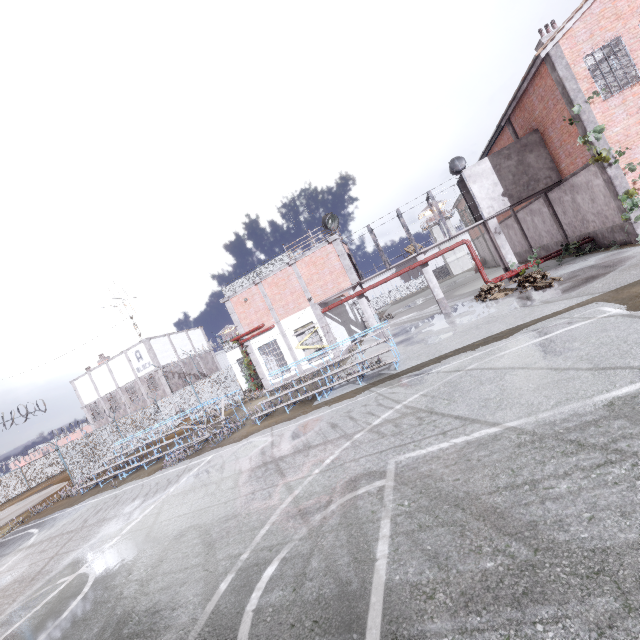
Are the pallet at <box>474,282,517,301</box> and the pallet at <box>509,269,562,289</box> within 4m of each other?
yes

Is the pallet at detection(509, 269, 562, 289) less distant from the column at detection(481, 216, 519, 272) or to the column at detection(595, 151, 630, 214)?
the column at detection(481, 216, 519, 272)

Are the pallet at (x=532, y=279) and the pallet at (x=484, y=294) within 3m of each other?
yes

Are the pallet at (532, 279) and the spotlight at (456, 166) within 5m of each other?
no

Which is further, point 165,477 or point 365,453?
point 165,477

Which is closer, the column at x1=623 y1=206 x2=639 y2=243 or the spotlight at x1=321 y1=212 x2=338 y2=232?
the column at x1=623 y1=206 x2=639 y2=243

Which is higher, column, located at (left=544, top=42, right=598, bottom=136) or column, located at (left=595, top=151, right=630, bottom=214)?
column, located at (left=544, top=42, right=598, bottom=136)

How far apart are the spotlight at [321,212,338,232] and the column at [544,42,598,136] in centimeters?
1150cm
